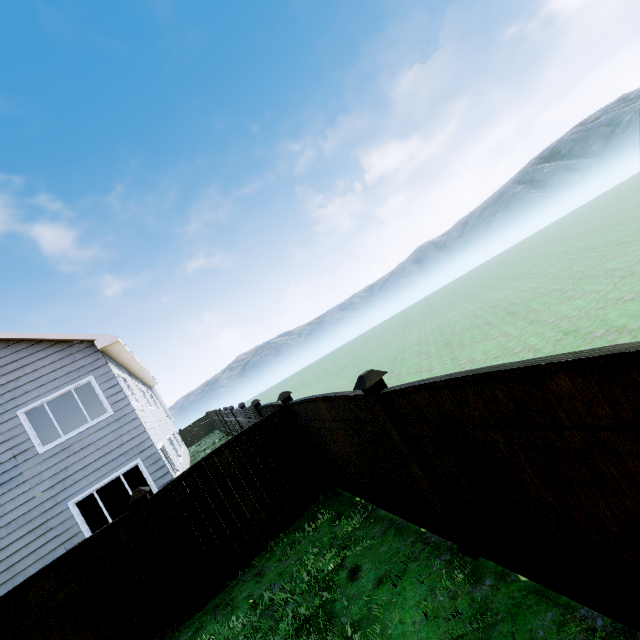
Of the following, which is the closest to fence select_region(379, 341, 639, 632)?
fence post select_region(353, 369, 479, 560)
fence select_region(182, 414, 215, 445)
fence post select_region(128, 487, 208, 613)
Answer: fence post select_region(353, 369, 479, 560)

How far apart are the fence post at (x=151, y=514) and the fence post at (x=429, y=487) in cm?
437

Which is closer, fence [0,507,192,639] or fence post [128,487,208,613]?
fence [0,507,192,639]

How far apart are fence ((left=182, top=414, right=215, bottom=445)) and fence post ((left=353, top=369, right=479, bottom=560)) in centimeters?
3420cm

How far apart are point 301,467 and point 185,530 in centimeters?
231cm

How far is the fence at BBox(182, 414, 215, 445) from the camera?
32.9 meters

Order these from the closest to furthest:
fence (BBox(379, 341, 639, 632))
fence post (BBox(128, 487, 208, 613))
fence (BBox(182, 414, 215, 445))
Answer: fence (BBox(379, 341, 639, 632))
fence post (BBox(128, 487, 208, 613))
fence (BBox(182, 414, 215, 445))

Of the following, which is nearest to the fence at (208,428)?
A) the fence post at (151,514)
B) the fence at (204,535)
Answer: the fence at (204,535)
